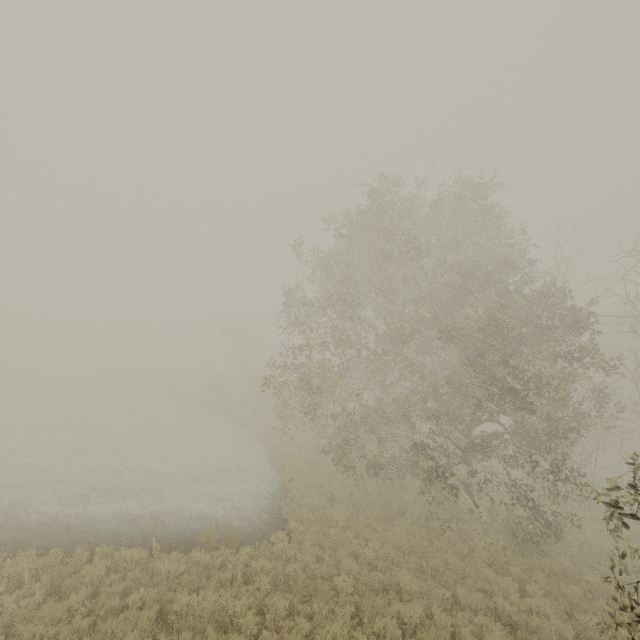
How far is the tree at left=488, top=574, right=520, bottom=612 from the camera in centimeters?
847cm

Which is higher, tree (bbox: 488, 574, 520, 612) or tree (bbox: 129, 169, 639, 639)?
tree (bbox: 129, 169, 639, 639)

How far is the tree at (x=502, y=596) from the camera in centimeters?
847cm

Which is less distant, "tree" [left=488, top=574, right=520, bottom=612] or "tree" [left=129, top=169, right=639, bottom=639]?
"tree" [left=488, top=574, right=520, bottom=612]

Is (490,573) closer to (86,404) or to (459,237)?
(459,237)

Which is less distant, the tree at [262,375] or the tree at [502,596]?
the tree at [502,596]
